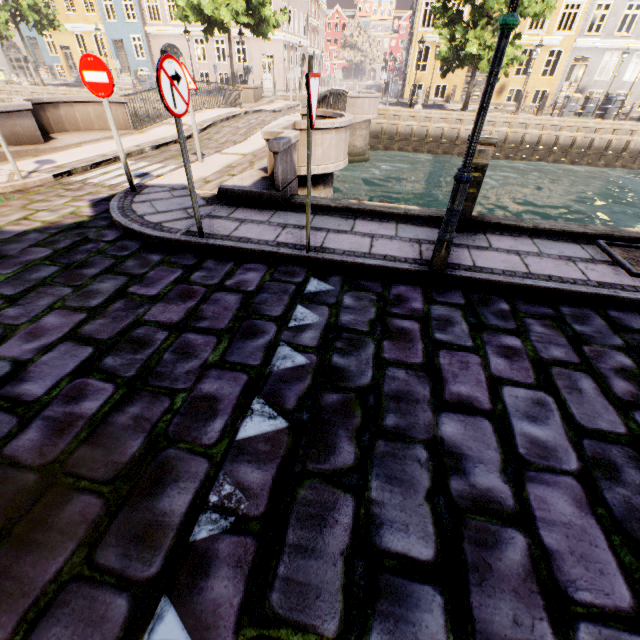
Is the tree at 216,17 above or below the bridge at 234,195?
above

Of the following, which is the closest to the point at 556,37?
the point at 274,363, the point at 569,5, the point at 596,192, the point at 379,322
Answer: the point at 569,5

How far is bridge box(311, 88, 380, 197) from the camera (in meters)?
7.52

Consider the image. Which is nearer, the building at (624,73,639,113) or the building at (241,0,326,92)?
the building at (624,73,639,113)

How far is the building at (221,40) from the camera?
28.6 meters

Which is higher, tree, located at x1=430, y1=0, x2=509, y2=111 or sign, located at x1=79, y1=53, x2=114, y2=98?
tree, located at x1=430, y1=0, x2=509, y2=111

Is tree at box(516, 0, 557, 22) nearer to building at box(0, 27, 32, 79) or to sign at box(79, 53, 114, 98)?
building at box(0, 27, 32, 79)

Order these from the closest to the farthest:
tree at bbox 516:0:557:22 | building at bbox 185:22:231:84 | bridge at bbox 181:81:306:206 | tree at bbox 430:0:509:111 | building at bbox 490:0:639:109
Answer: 1. bridge at bbox 181:81:306:206
2. tree at bbox 516:0:557:22
3. tree at bbox 430:0:509:111
4. building at bbox 490:0:639:109
5. building at bbox 185:22:231:84
